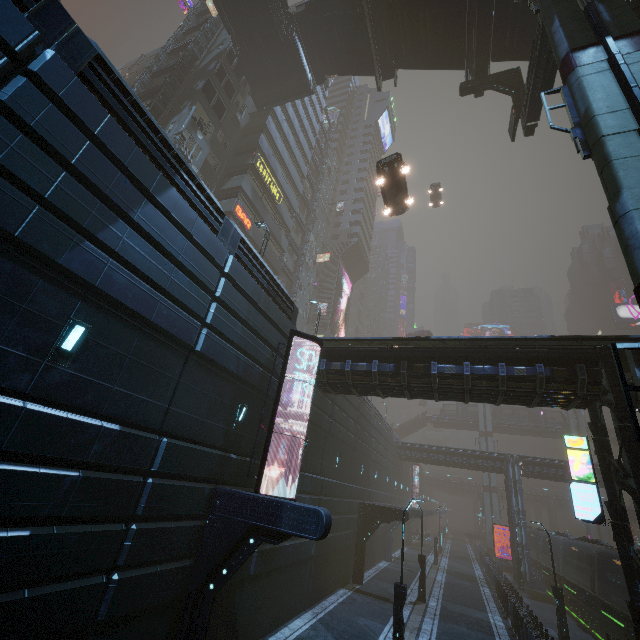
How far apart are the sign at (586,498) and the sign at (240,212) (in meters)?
25.52

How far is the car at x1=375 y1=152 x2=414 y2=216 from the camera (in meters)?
19.12

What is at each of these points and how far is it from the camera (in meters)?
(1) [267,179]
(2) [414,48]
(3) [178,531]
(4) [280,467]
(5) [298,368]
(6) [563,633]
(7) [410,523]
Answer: (1) sign, 31.31
(2) stairs, 23.28
(3) building, 8.41
(4) building, 13.52
(5) building, 15.27
(6) street light, 17.73
(7) building, 47.34

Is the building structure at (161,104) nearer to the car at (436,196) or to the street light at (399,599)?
the car at (436,196)

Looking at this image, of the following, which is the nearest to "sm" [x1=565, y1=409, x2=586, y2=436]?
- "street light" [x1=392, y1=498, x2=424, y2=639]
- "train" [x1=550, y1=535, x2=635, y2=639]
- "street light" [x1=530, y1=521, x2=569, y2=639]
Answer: "train" [x1=550, y1=535, x2=635, y2=639]

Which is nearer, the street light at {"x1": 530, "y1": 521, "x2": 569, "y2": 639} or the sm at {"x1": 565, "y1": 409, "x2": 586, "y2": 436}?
the street light at {"x1": 530, "y1": 521, "x2": 569, "y2": 639}

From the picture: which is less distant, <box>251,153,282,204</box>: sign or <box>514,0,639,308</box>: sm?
<box>514,0,639,308</box>: sm

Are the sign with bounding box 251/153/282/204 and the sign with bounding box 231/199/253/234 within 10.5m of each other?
yes
